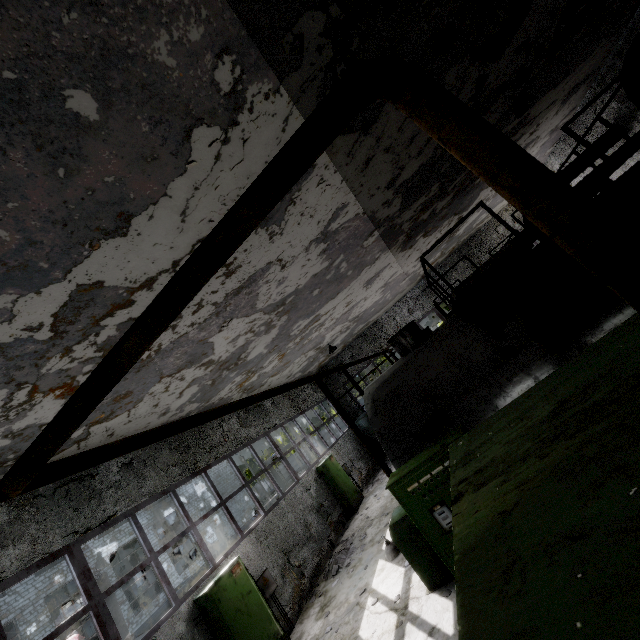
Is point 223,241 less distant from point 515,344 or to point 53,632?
point 515,344

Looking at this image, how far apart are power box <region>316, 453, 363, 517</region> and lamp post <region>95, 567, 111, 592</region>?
8.0 meters

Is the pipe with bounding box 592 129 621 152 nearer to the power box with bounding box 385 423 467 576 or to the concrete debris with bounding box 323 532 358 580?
the power box with bounding box 385 423 467 576

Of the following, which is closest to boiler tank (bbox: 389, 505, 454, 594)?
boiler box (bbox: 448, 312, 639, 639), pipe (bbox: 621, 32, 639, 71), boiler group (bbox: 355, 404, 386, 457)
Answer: boiler box (bbox: 448, 312, 639, 639)

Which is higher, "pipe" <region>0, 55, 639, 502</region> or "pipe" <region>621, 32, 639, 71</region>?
"pipe" <region>621, 32, 639, 71</region>

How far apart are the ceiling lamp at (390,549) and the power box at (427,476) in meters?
4.4 m

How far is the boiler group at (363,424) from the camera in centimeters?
1986cm

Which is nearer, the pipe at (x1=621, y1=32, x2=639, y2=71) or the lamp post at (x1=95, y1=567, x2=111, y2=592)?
the pipe at (x1=621, y1=32, x2=639, y2=71)
